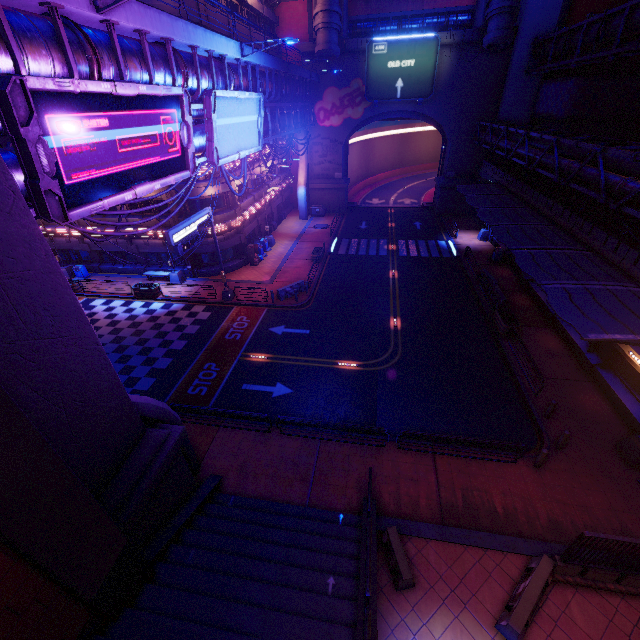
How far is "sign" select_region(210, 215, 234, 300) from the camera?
23.0m

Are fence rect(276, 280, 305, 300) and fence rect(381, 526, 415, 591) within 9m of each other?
no

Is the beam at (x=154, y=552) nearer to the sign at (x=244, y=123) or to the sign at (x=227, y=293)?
the sign at (x=227, y=293)

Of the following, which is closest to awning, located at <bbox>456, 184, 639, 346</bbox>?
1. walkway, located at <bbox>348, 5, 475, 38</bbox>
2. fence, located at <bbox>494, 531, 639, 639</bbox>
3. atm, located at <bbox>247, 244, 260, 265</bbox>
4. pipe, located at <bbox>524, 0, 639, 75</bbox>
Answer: fence, located at <bbox>494, 531, 639, 639</bbox>

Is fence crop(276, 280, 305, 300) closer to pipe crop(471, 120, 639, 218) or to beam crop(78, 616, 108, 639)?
pipe crop(471, 120, 639, 218)

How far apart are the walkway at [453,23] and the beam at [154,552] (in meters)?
46.10

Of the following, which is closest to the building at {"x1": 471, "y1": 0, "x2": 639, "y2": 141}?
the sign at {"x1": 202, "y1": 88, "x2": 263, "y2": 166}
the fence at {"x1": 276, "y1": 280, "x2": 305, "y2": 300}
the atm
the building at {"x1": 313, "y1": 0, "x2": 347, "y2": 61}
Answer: the building at {"x1": 313, "y1": 0, "x2": 347, "y2": 61}

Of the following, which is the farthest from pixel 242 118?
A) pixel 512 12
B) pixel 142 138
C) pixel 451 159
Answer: pixel 451 159
